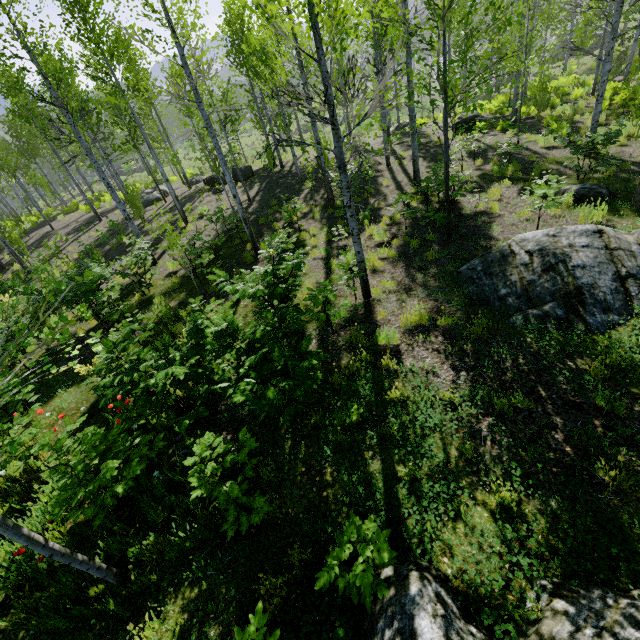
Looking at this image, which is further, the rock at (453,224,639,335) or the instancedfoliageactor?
the rock at (453,224,639,335)

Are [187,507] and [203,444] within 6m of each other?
yes

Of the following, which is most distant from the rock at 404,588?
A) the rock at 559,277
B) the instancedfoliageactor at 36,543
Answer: the rock at 559,277

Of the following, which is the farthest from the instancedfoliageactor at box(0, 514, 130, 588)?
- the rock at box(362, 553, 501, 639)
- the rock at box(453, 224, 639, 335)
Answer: the rock at box(453, 224, 639, 335)

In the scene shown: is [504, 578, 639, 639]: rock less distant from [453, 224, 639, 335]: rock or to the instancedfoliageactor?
the instancedfoliageactor

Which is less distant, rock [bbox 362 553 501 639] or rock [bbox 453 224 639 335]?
rock [bbox 362 553 501 639]
